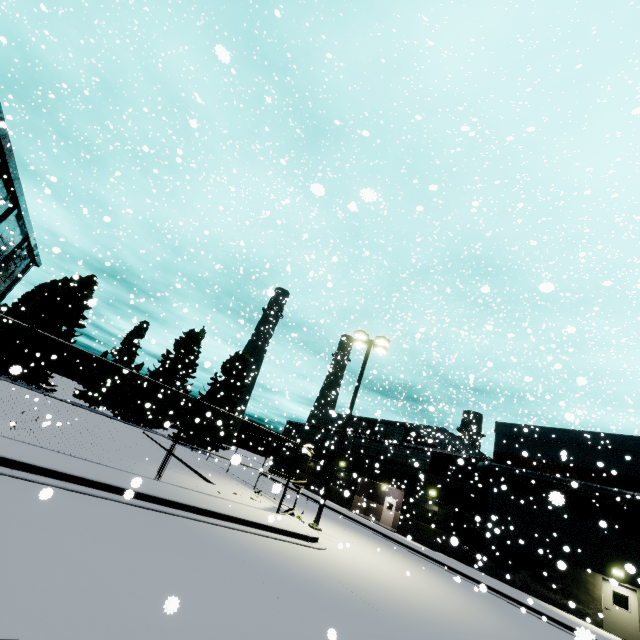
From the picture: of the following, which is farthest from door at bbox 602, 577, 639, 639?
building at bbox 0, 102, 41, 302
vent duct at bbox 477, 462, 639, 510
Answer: vent duct at bbox 477, 462, 639, 510

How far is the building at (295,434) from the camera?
38.2 meters

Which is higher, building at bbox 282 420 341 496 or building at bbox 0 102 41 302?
building at bbox 0 102 41 302

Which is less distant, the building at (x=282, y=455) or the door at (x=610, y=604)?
the door at (x=610, y=604)

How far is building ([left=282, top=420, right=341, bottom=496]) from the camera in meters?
38.2 m

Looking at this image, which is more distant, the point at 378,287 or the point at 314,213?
the point at 378,287

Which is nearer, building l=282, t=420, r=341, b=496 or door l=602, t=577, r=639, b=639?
door l=602, t=577, r=639, b=639
